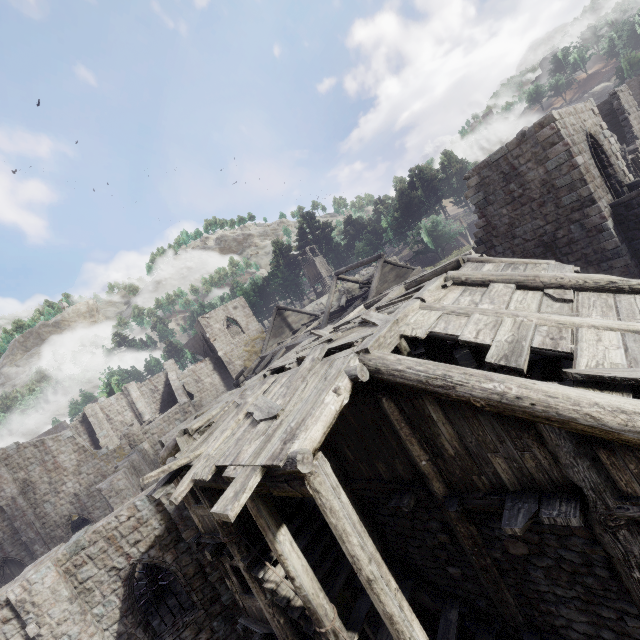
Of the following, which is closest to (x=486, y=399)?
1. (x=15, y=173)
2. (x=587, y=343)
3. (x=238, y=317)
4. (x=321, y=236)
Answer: (x=587, y=343)

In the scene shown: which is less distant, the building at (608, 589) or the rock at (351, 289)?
the building at (608, 589)

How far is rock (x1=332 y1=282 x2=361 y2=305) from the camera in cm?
4981

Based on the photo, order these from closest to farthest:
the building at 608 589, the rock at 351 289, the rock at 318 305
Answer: the building at 608 589 → the rock at 351 289 → the rock at 318 305

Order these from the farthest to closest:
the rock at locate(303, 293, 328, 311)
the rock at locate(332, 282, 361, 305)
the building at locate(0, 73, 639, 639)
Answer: the rock at locate(303, 293, 328, 311) < the rock at locate(332, 282, 361, 305) < the building at locate(0, 73, 639, 639)

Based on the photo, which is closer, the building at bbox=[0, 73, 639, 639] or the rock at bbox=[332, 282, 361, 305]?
the building at bbox=[0, 73, 639, 639]

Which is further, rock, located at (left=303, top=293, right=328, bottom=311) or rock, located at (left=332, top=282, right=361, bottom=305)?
rock, located at (left=303, top=293, right=328, bottom=311)
